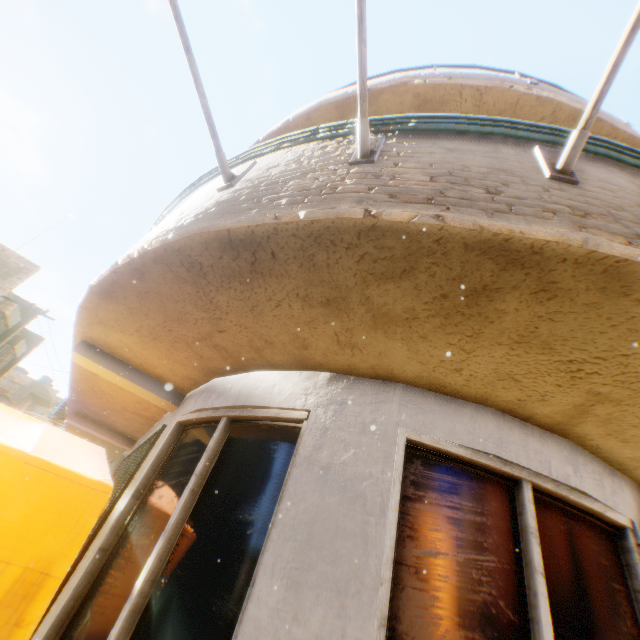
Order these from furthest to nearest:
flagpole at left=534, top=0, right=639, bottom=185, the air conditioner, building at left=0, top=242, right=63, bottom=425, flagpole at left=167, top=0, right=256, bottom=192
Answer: building at left=0, top=242, right=63, bottom=425 → the air conditioner → flagpole at left=167, top=0, right=256, bottom=192 → flagpole at left=534, top=0, right=639, bottom=185

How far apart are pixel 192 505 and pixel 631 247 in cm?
325

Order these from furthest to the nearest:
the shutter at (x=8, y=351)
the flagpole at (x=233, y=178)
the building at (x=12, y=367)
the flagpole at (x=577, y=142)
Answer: the shutter at (x=8, y=351)
the building at (x=12, y=367)
the flagpole at (x=233, y=178)
the flagpole at (x=577, y=142)

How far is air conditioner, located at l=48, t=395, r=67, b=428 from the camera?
9.20m

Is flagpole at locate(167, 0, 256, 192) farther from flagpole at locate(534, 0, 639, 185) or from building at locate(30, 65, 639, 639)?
flagpole at locate(534, 0, 639, 185)

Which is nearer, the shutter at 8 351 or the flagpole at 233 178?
the flagpole at 233 178

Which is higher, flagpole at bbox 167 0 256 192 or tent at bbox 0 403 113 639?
flagpole at bbox 167 0 256 192

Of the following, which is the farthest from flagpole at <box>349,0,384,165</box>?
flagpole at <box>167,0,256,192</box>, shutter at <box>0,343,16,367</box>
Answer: shutter at <box>0,343,16,367</box>
